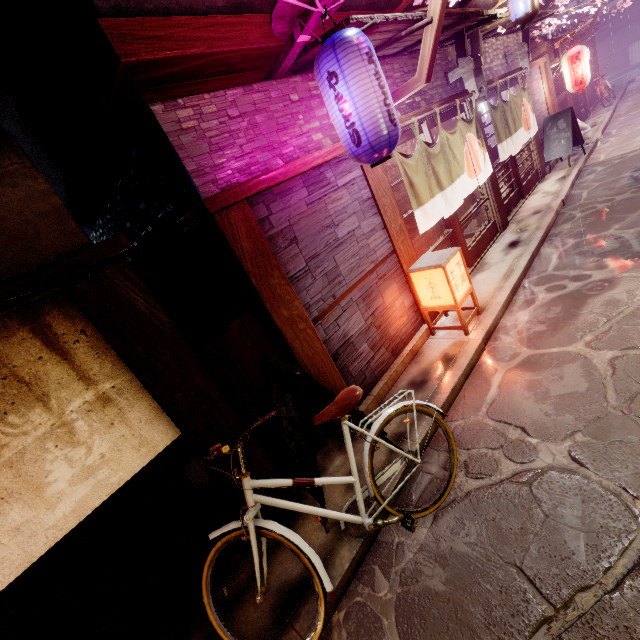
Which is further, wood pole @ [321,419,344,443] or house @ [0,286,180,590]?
wood pole @ [321,419,344,443]

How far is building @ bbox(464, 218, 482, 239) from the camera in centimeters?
1391cm

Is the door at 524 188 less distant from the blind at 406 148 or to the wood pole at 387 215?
the blind at 406 148

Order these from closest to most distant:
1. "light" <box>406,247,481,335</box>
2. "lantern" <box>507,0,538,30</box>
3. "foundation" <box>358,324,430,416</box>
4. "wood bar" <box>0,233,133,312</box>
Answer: "wood bar" <box>0,233,133,312</box>
"foundation" <box>358,324,430,416</box>
"light" <box>406,247,481,335</box>
"lantern" <box>507,0,538,30</box>

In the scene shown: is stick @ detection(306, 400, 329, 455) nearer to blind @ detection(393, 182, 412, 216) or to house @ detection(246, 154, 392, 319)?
house @ detection(246, 154, 392, 319)

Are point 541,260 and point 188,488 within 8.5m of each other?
no

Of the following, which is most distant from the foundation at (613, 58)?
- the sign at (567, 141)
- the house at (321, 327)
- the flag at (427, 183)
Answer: the house at (321, 327)

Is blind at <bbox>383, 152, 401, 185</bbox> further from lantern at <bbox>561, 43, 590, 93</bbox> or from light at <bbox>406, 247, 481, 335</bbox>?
lantern at <bbox>561, 43, 590, 93</bbox>
